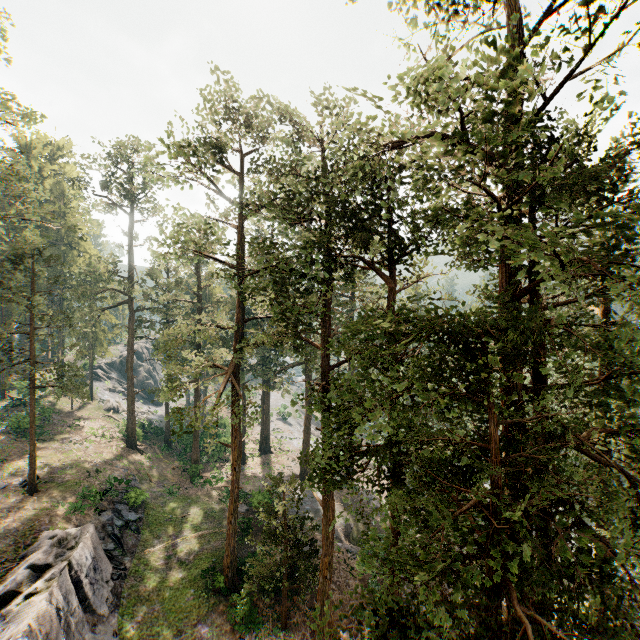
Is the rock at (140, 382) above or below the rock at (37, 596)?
above

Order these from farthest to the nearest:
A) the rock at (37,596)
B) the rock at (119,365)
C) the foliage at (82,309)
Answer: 1. the rock at (119,365)
2. the rock at (37,596)
3. the foliage at (82,309)

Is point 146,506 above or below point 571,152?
below

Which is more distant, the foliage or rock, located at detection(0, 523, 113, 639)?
rock, located at detection(0, 523, 113, 639)

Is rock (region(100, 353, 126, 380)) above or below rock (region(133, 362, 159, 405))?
above

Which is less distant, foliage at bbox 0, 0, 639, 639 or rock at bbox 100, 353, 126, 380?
foliage at bbox 0, 0, 639, 639

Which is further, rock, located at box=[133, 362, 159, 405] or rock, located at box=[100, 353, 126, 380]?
rock, located at box=[133, 362, 159, 405]
